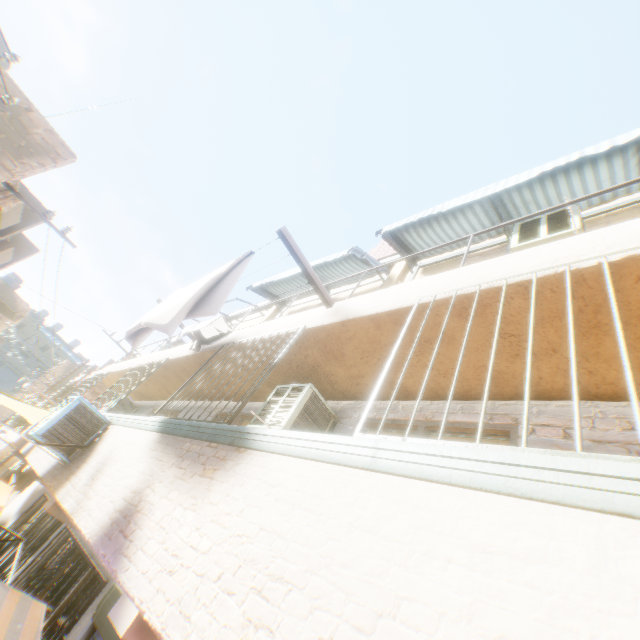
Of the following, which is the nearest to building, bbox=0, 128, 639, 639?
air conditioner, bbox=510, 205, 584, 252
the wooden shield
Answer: air conditioner, bbox=510, 205, 584, 252

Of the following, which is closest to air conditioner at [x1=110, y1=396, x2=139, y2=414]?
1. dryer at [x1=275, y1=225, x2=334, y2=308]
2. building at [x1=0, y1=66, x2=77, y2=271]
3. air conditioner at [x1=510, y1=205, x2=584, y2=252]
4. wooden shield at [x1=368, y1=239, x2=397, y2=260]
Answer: building at [x1=0, y1=66, x2=77, y2=271]

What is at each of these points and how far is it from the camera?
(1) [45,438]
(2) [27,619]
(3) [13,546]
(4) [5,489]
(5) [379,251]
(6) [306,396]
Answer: (1) air conditioner, 5.02m
(2) tent, 3.82m
(3) building, 7.87m
(4) tent, 9.38m
(5) wooden shield, 9.99m
(6) air conditioner, 4.43m

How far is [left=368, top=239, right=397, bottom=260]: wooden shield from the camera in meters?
9.2

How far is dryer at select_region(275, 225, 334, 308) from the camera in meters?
4.0

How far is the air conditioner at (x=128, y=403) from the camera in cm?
1046

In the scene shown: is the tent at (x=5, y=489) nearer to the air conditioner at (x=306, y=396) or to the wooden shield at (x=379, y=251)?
the air conditioner at (x=306, y=396)
